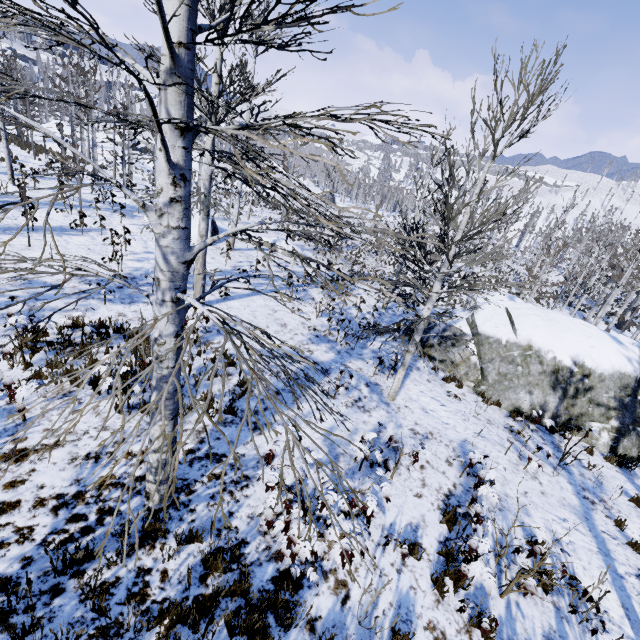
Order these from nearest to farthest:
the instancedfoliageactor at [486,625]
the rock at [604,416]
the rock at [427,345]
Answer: the instancedfoliageactor at [486,625] → the rock at [604,416] → the rock at [427,345]

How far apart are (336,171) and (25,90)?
29.42m

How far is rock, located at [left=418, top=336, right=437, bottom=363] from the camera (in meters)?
13.41

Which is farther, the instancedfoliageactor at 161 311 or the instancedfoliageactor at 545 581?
the instancedfoliageactor at 545 581

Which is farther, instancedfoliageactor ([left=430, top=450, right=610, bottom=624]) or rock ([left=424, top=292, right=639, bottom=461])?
rock ([left=424, top=292, right=639, bottom=461])

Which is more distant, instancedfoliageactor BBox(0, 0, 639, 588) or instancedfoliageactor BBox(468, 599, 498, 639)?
instancedfoliageactor BBox(468, 599, 498, 639)
